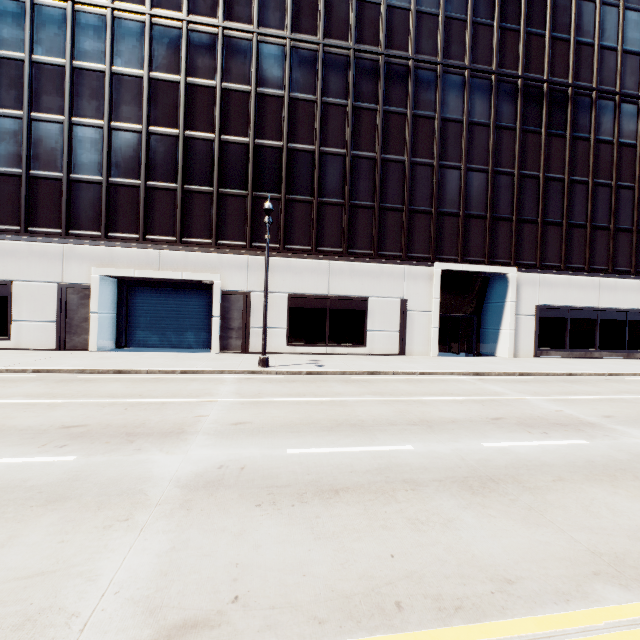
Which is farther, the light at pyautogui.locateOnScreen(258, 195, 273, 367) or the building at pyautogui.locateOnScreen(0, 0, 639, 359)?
the building at pyautogui.locateOnScreen(0, 0, 639, 359)

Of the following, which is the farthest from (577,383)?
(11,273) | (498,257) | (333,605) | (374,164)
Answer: (11,273)

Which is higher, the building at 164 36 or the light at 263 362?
the building at 164 36

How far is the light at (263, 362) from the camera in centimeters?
1352cm

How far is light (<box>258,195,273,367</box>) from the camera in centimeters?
1352cm

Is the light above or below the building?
below
